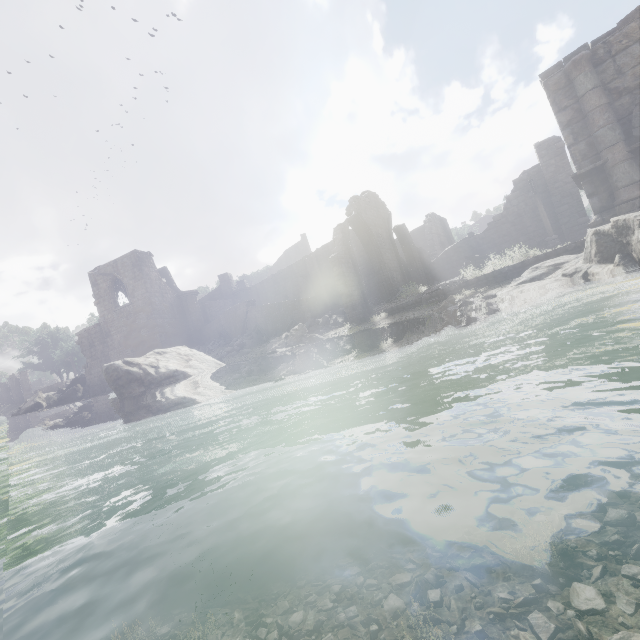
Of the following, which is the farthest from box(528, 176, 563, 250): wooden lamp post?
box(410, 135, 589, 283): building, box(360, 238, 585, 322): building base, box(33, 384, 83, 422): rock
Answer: box(33, 384, 83, 422): rock

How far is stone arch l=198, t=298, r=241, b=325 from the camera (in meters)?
32.97

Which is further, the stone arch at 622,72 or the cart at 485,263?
the cart at 485,263

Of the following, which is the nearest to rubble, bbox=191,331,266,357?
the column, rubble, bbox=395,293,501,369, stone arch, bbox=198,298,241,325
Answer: the column

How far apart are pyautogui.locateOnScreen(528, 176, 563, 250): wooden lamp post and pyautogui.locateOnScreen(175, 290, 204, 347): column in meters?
28.4 m

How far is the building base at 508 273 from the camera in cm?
1044

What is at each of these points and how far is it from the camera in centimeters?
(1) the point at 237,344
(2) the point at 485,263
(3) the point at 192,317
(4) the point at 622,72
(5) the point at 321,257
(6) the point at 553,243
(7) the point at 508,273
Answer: (1) rubble, 2252cm
(2) cart, 1988cm
(3) column, 3153cm
(4) stone arch, 977cm
(5) building, 3116cm
(6) wooden lamp post, 1856cm
(7) building base, 1166cm

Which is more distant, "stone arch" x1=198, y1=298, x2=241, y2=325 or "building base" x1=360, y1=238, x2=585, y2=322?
"stone arch" x1=198, y1=298, x2=241, y2=325
